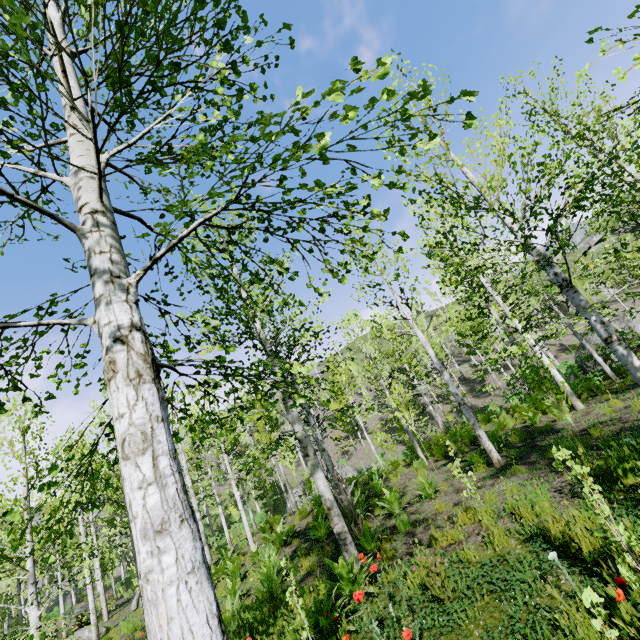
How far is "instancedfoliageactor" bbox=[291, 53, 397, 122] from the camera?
1.5 meters

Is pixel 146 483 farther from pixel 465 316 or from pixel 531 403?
pixel 531 403

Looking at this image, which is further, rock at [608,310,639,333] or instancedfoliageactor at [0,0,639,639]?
rock at [608,310,639,333]

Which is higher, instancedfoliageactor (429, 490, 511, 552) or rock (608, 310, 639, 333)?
rock (608, 310, 639, 333)

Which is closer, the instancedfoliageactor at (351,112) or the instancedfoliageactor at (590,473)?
the instancedfoliageactor at (351,112)

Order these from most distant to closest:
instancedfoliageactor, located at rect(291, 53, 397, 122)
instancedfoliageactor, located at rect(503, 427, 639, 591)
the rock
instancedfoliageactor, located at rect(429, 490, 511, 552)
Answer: the rock < instancedfoliageactor, located at rect(429, 490, 511, 552) < instancedfoliageactor, located at rect(503, 427, 639, 591) < instancedfoliageactor, located at rect(291, 53, 397, 122)

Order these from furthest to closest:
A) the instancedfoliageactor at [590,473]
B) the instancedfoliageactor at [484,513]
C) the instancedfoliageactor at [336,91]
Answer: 1. the instancedfoliageactor at [484,513]
2. the instancedfoliageactor at [590,473]
3. the instancedfoliageactor at [336,91]
